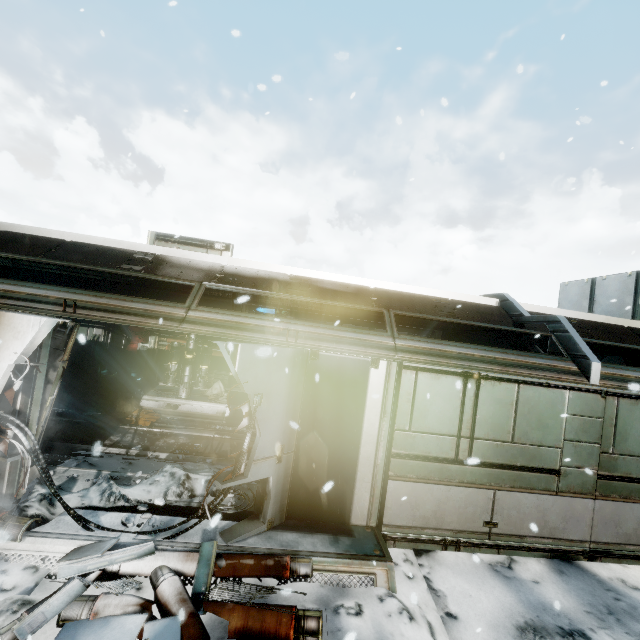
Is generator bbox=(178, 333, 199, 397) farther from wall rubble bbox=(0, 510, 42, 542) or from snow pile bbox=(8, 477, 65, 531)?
wall rubble bbox=(0, 510, 42, 542)

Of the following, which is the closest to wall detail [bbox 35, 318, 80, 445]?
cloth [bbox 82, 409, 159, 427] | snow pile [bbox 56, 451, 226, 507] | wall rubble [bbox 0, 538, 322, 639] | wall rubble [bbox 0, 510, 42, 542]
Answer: snow pile [bbox 56, 451, 226, 507]

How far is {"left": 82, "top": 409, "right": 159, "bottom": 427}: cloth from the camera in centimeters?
895cm

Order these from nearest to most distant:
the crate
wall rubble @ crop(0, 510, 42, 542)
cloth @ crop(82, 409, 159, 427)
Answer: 1. wall rubble @ crop(0, 510, 42, 542)
2. cloth @ crop(82, 409, 159, 427)
3. the crate

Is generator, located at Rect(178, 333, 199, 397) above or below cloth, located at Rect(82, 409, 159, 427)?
above

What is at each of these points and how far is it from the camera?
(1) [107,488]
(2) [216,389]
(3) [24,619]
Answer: (1) snow pile, 4.9m
(2) cloth, 12.2m
(3) wall rubble, 3.0m

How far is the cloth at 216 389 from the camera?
11.62m

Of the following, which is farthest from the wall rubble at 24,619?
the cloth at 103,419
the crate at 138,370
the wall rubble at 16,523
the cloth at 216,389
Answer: the crate at 138,370
